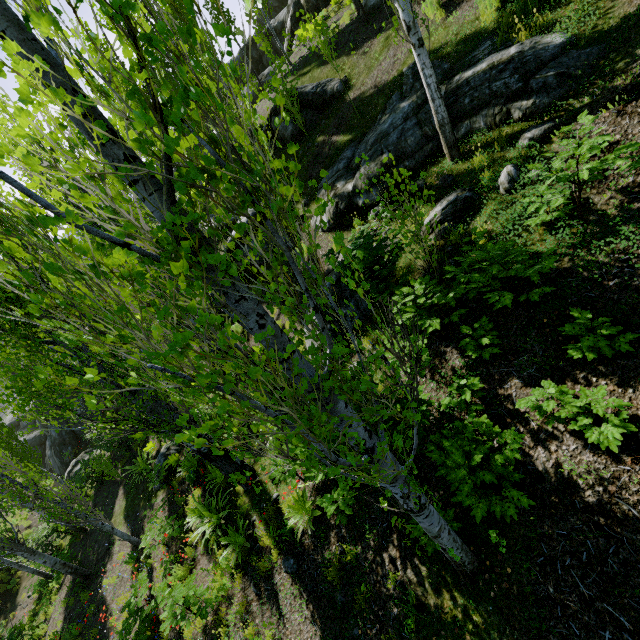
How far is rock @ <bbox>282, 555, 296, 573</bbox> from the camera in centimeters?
611cm

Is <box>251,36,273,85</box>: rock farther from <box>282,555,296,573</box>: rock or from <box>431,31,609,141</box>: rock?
<box>282,555,296,573</box>: rock

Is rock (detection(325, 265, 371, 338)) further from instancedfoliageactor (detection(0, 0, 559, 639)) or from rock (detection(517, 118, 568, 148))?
instancedfoliageactor (detection(0, 0, 559, 639))

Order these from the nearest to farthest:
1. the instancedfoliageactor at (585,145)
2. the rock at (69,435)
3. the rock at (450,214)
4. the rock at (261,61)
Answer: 1. the instancedfoliageactor at (585,145)
2. the rock at (450,214)
3. the rock at (69,435)
4. the rock at (261,61)

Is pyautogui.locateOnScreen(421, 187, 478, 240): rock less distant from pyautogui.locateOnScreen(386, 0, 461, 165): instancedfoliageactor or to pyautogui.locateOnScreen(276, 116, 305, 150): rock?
pyautogui.locateOnScreen(386, 0, 461, 165): instancedfoliageactor

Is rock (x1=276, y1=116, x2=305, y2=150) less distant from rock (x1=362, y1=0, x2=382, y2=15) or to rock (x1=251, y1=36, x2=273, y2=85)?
rock (x1=362, y1=0, x2=382, y2=15)

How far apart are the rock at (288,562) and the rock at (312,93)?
13.40m

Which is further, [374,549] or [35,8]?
[374,549]
